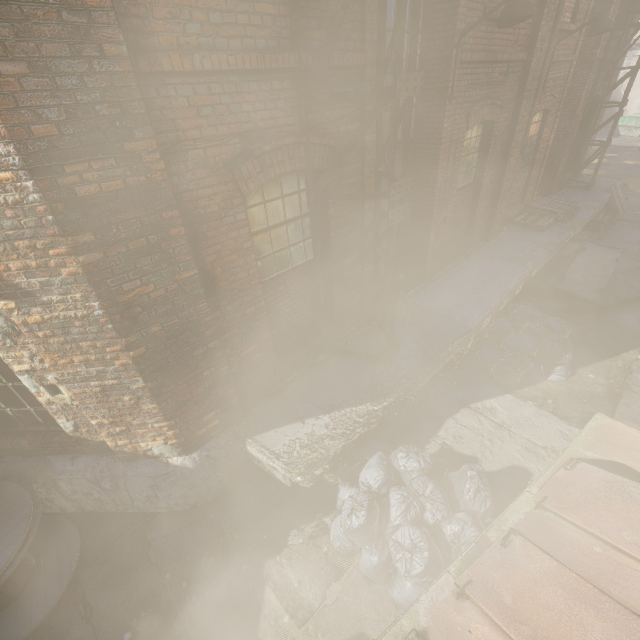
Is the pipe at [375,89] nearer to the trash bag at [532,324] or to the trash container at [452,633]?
the trash container at [452,633]

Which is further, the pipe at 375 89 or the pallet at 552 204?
the pallet at 552 204

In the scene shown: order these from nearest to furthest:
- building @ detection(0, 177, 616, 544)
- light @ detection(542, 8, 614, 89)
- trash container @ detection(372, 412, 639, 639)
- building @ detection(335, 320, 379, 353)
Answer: trash container @ detection(372, 412, 639, 639) → building @ detection(0, 177, 616, 544) → building @ detection(335, 320, 379, 353) → light @ detection(542, 8, 614, 89)

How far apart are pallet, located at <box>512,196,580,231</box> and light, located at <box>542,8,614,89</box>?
3.19m

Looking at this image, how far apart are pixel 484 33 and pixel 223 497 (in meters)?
8.38

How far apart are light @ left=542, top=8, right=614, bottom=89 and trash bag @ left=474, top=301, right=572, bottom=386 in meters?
5.1 m

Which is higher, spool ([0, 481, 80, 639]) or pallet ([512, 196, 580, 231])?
pallet ([512, 196, 580, 231])

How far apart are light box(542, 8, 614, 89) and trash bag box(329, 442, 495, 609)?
8.6 meters
